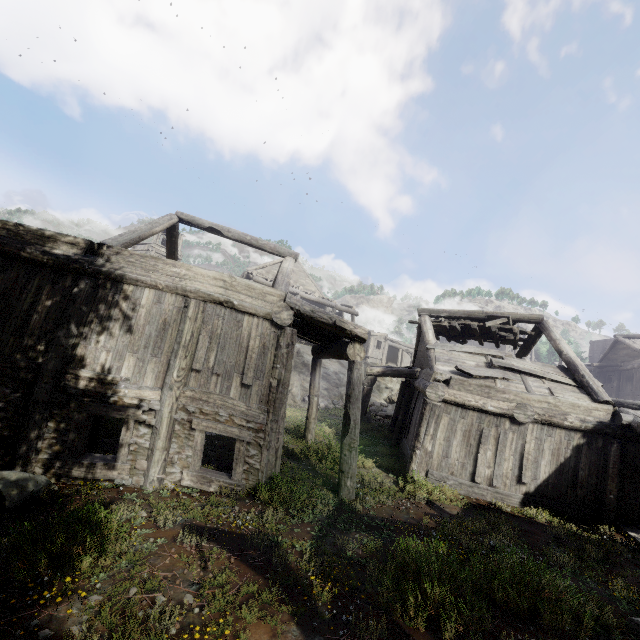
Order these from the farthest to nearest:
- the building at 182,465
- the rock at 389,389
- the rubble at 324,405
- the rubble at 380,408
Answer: the rock at 389,389, the rubble at 380,408, the rubble at 324,405, the building at 182,465

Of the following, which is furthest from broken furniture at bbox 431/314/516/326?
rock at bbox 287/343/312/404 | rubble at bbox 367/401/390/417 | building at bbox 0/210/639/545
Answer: rock at bbox 287/343/312/404

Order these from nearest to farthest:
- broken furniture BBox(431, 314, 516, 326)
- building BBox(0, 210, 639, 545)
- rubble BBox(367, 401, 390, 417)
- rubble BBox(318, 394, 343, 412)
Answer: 1. building BBox(0, 210, 639, 545)
2. broken furniture BBox(431, 314, 516, 326)
3. rubble BBox(318, 394, 343, 412)
4. rubble BBox(367, 401, 390, 417)

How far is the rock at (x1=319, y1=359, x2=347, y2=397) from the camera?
26.44m

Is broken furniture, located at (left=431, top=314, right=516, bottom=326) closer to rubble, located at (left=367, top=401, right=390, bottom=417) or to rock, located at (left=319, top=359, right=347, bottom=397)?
rubble, located at (left=367, top=401, right=390, bottom=417)

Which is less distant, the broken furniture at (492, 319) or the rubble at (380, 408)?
the broken furniture at (492, 319)

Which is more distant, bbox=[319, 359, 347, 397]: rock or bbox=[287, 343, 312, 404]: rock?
bbox=[319, 359, 347, 397]: rock

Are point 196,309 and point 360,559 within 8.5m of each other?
yes
